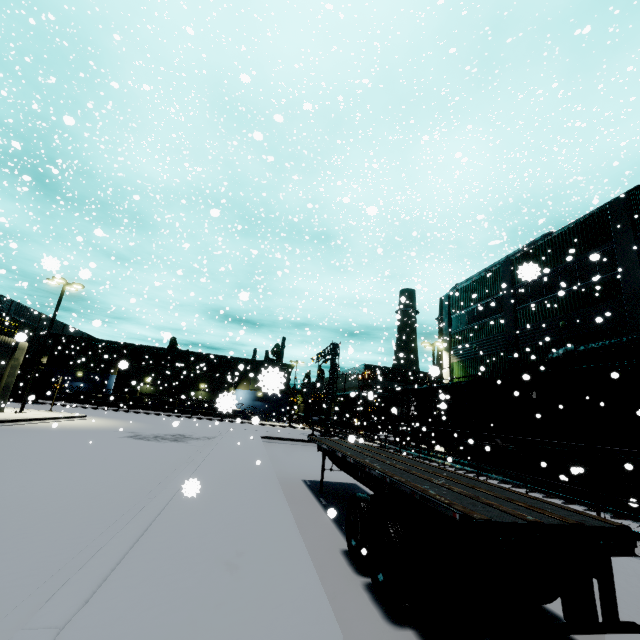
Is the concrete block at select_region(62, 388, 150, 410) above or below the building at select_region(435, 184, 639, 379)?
below

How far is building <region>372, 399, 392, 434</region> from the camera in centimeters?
5172cm

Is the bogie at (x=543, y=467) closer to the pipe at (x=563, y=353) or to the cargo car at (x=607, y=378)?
the cargo car at (x=607, y=378)

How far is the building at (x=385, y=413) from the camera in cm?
5172

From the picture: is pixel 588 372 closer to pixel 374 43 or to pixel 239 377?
pixel 374 43

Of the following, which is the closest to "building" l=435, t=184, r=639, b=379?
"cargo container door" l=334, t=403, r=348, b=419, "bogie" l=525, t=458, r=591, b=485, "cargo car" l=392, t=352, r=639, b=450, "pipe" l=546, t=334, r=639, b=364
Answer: "pipe" l=546, t=334, r=639, b=364

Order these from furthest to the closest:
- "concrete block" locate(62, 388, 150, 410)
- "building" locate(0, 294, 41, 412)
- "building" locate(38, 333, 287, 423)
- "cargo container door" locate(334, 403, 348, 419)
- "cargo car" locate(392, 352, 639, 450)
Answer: "concrete block" locate(62, 388, 150, 410)
"cargo container door" locate(334, 403, 348, 419)
"building" locate(38, 333, 287, 423)
"building" locate(0, 294, 41, 412)
"cargo car" locate(392, 352, 639, 450)

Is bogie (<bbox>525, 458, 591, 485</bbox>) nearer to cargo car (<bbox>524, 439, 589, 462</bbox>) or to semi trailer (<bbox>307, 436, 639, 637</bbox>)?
cargo car (<bbox>524, 439, 589, 462</bbox>)
